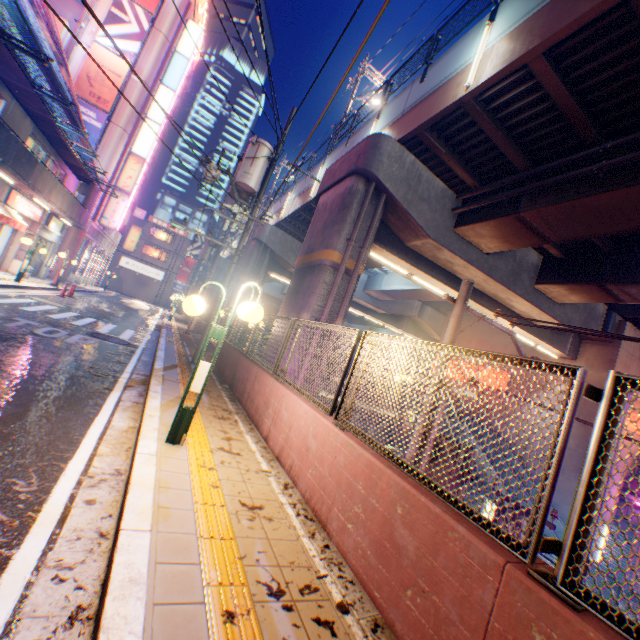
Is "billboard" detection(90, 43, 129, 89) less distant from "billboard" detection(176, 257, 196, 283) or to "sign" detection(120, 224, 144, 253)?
"sign" detection(120, 224, 144, 253)

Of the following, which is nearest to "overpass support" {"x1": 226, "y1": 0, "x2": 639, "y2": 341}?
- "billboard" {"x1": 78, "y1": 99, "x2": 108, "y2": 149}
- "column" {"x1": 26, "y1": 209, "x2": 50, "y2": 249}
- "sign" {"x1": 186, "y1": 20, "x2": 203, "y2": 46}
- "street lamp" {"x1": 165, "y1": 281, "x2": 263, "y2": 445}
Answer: "street lamp" {"x1": 165, "y1": 281, "x2": 263, "y2": 445}

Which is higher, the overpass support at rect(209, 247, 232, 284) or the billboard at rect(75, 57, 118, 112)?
the billboard at rect(75, 57, 118, 112)

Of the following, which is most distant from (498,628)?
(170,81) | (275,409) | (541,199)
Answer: (170,81)

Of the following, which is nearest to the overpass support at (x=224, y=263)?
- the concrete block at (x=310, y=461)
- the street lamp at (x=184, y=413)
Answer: the concrete block at (x=310, y=461)

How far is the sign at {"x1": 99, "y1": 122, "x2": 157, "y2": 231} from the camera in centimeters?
2786cm

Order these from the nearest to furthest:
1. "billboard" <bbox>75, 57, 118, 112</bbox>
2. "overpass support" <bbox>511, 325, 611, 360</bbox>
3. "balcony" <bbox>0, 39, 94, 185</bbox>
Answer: "balcony" <bbox>0, 39, 94, 185</bbox>, "overpass support" <bbox>511, 325, 611, 360</bbox>, "billboard" <bbox>75, 57, 118, 112</bbox>

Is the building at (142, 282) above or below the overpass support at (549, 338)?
below
